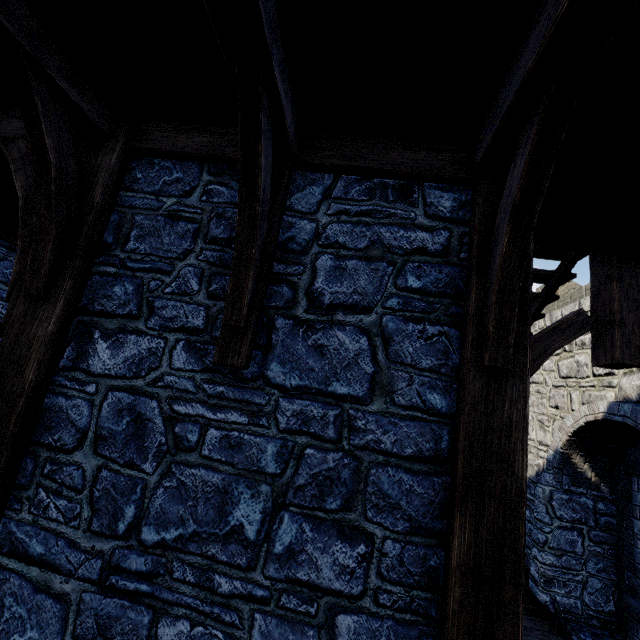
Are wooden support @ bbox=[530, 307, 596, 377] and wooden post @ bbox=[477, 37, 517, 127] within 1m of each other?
no

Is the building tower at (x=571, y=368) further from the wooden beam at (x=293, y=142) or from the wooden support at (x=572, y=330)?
the wooden support at (x=572, y=330)

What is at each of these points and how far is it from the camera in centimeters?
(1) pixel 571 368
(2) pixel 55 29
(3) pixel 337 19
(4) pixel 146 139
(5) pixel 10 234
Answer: (1) building tower, 644cm
(2) wooden beam, 193cm
(3) building, 164cm
(4) wooden beam, 247cm
(5) wooden beam, 538cm

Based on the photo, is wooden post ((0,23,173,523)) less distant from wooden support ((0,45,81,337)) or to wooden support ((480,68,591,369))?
wooden support ((0,45,81,337))

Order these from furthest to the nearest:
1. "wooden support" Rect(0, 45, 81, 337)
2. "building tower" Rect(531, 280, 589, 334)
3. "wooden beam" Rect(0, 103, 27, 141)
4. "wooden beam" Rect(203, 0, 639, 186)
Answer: "building tower" Rect(531, 280, 589, 334) < "wooden beam" Rect(0, 103, 27, 141) < "wooden support" Rect(0, 45, 81, 337) < "wooden beam" Rect(203, 0, 639, 186)

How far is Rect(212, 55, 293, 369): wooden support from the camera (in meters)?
1.71

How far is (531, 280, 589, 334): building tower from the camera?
6.48m

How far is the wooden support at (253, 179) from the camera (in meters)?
1.71
